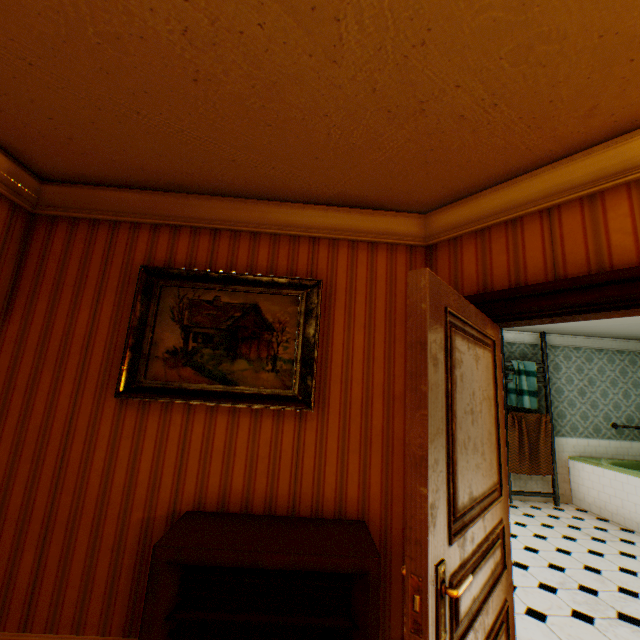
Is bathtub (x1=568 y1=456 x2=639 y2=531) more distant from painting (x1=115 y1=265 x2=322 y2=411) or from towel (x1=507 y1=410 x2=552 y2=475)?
painting (x1=115 y1=265 x2=322 y2=411)

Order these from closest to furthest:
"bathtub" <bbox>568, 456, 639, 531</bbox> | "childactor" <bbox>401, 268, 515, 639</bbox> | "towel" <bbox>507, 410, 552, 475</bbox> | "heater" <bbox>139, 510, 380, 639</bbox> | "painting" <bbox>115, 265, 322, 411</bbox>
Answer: "childactor" <bbox>401, 268, 515, 639</bbox> < "heater" <bbox>139, 510, 380, 639</bbox> < "painting" <bbox>115, 265, 322, 411</bbox> < "bathtub" <bbox>568, 456, 639, 531</bbox> < "towel" <bbox>507, 410, 552, 475</bbox>

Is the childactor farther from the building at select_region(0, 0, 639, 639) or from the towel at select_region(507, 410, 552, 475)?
the towel at select_region(507, 410, 552, 475)

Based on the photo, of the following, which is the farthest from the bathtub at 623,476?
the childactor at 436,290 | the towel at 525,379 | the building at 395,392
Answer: the childactor at 436,290

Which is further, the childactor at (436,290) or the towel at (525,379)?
the towel at (525,379)

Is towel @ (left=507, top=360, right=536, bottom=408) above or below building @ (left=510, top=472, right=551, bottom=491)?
above

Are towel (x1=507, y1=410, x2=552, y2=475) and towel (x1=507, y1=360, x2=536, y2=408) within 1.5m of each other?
yes

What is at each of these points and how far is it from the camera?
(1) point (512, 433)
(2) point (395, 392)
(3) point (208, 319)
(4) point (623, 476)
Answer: (1) towel, 6.0 meters
(2) building, 2.4 meters
(3) painting, 2.4 meters
(4) bathtub, 5.1 meters
